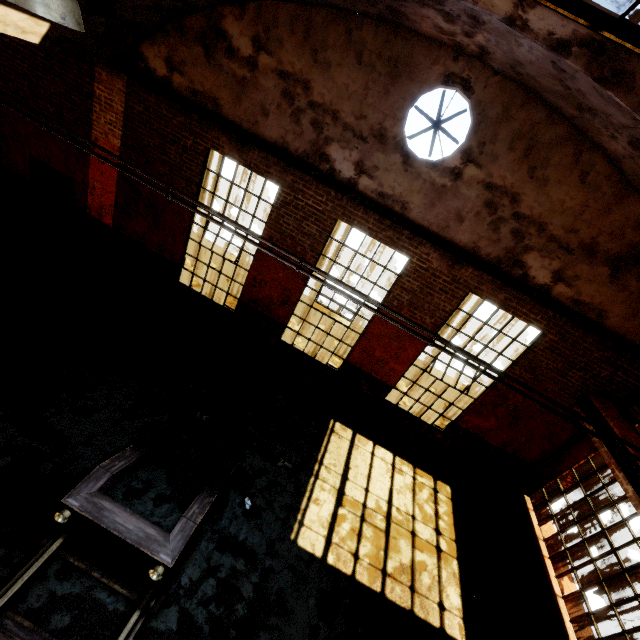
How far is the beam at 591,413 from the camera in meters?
6.2

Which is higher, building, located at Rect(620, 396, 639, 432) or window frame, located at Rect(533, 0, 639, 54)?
window frame, located at Rect(533, 0, 639, 54)

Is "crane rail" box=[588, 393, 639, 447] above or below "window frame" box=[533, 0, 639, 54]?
below

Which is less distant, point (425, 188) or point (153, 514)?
point (153, 514)

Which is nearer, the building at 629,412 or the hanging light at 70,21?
the hanging light at 70,21

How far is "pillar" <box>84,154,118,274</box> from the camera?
7.8m

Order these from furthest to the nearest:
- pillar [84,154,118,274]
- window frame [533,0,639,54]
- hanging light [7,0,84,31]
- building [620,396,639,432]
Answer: pillar [84,154,118,274] < building [620,396,639,432] < window frame [533,0,639,54] < hanging light [7,0,84,31]

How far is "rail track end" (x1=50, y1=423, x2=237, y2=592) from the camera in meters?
4.0 m
